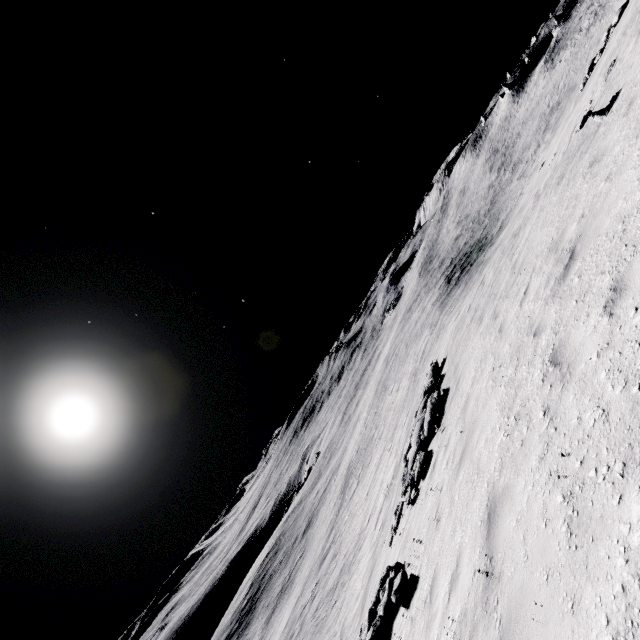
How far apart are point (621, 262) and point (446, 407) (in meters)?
7.96

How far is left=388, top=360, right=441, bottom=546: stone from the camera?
10.60m

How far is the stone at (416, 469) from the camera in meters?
10.6 m
